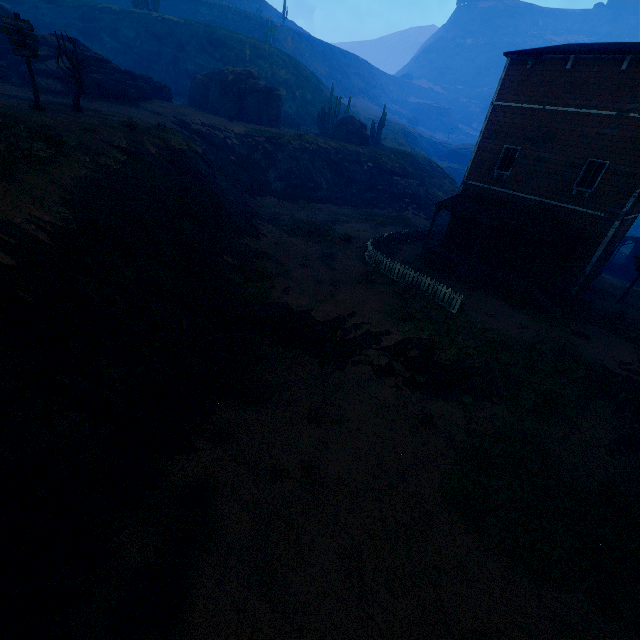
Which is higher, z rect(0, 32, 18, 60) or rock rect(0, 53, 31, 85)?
z rect(0, 32, 18, 60)

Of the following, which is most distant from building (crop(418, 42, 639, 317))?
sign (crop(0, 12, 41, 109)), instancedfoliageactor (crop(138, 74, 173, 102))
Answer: instancedfoliageactor (crop(138, 74, 173, 102))

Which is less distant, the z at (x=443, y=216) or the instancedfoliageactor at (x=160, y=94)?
the instancedfoliageactor at (x=160, y=94)

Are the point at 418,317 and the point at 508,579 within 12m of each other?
yes

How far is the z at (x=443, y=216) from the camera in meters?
33.3

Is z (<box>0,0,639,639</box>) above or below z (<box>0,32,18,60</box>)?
below

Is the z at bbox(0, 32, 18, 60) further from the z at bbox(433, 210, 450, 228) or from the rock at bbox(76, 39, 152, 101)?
the rock at bbox(76, 39, 152, 101)

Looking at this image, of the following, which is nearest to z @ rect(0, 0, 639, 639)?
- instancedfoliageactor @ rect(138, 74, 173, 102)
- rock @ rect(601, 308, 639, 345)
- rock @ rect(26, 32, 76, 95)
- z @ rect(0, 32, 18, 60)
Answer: rock @ rect(601, 308, 639, 345)
